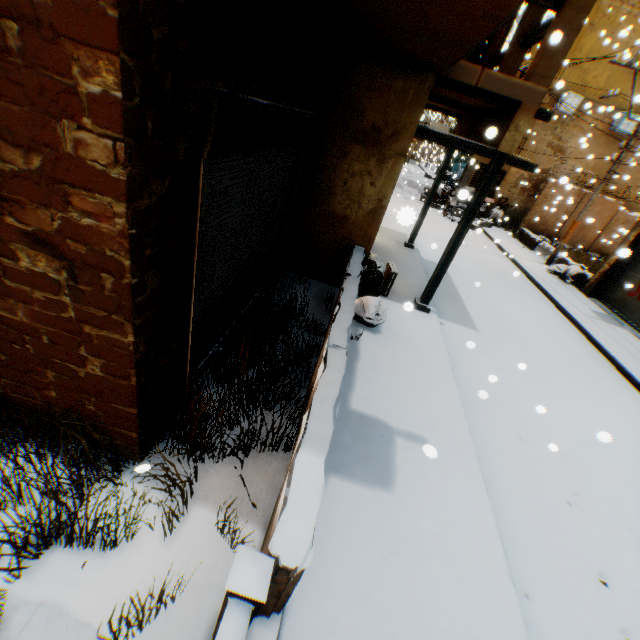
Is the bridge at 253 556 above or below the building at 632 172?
below

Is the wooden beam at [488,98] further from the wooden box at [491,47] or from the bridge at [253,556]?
the bridge at [253,556]

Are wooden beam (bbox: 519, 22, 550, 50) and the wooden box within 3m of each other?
yes

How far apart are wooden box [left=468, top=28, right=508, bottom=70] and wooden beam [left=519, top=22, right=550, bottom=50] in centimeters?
70cm

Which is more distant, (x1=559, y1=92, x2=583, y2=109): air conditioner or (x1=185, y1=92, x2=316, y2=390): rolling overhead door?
(x1=559, y1=92, x2=583, y2=109): air conditioner

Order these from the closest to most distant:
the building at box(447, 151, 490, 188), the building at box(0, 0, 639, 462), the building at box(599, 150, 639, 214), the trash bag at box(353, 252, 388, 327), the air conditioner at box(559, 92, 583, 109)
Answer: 1. the building at box(0, 0, 639, 462)
2. the trash bag at box(353, 252, 388, 327)
3. the air conditioner at box(559, 92, 583, 109)
4. the building at box(599, 150, 639, 214)
5. the building at box(447, 151, 490, 188)

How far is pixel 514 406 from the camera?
5.36m

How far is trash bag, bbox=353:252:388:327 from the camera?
5.6m
